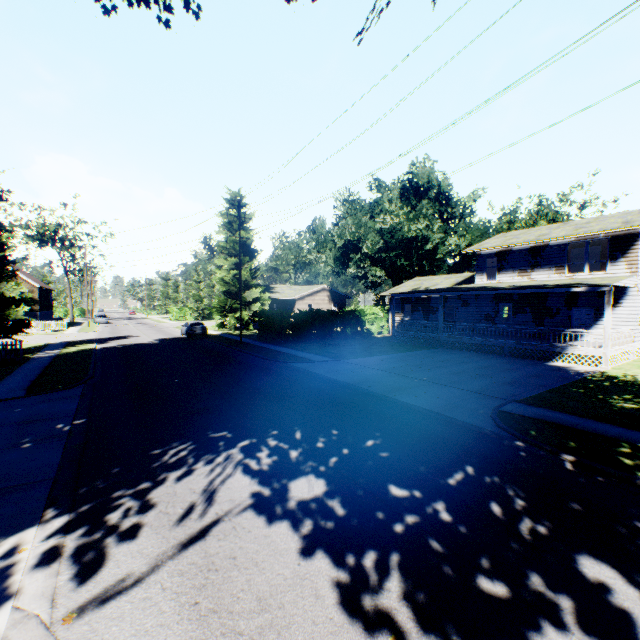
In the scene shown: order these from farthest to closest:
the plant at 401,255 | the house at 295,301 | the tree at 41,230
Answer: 1. the tree at 41,230
2. the house at 295,301
3. the plant at 401,255

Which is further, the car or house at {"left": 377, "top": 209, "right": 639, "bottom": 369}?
the car

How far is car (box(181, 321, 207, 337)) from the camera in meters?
32.7 m

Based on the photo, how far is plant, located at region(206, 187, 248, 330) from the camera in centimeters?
3981cm

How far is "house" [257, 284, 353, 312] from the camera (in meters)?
51.16

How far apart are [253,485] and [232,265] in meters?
38.2

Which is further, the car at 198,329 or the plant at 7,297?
the car at 198,329

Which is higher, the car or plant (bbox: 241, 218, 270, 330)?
plant (bbox: 241, 218, 270, 330)
